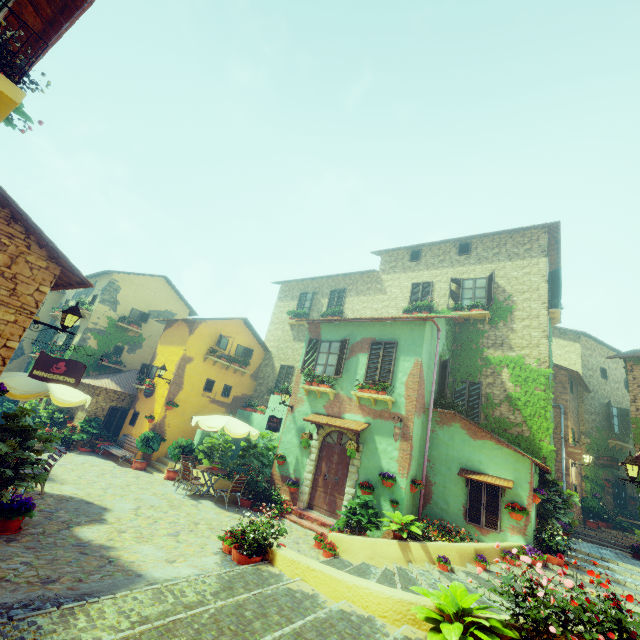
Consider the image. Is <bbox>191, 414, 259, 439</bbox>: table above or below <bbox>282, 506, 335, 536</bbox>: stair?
above

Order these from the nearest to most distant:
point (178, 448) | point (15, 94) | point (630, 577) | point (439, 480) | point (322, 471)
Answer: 1. point (15, 94)
2. point (630, 577)
3. point (439, 480)
4. point (322, 471)
5. point (178, 448)

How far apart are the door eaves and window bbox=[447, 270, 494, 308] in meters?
7.0

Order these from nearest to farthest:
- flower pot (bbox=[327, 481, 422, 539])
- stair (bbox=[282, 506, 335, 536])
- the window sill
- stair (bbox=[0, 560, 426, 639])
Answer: the window sill → stair (bbox=[0, 560, 426, 639]) → flower pot (bbox=[327, 481, 422, 539]) → stair (bbox=[282, 506, 335, 536])

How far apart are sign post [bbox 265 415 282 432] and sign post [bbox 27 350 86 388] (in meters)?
6.07

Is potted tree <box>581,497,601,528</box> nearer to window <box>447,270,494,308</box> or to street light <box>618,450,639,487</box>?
street light <box>618,450,639,487</box>

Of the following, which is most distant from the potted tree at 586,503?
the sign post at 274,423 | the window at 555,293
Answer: the sign post at 274,423

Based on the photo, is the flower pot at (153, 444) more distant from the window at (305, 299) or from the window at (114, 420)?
the window at (305, 299)
